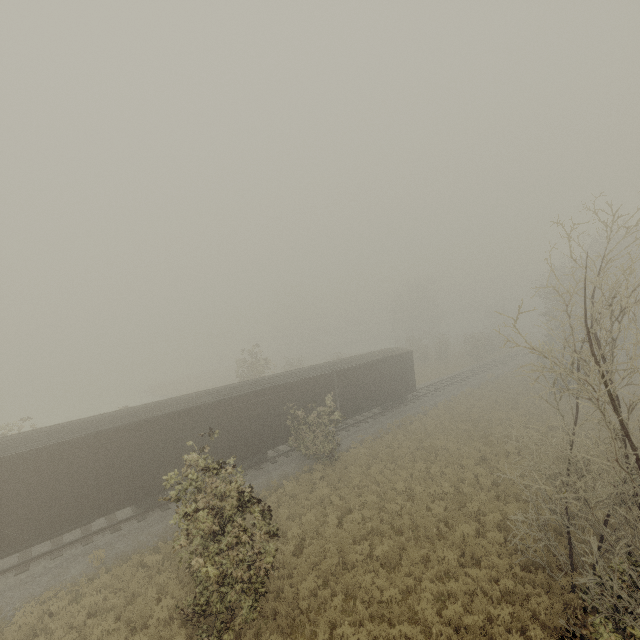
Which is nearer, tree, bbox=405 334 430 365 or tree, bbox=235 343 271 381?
tree, bbox=235 343 271 381

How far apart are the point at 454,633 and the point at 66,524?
14.5 meters

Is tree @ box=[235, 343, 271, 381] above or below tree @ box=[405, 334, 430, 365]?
above

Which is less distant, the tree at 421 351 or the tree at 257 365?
the tree at 257 365

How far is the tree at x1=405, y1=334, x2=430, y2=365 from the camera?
48.4m

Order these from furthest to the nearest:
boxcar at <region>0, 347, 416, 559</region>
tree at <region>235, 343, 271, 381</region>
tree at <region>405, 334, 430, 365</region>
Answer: tree at <region>405, 334, 430, 365</region> < tree at <region>235, 343, 271, 381</region> < boxcar at <region>0, 347, 416, 559</region>

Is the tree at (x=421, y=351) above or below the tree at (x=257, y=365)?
below

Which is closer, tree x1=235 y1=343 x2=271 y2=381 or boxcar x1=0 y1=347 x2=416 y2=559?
boxcar x1=0 y1=347 x2=416 y2=559
